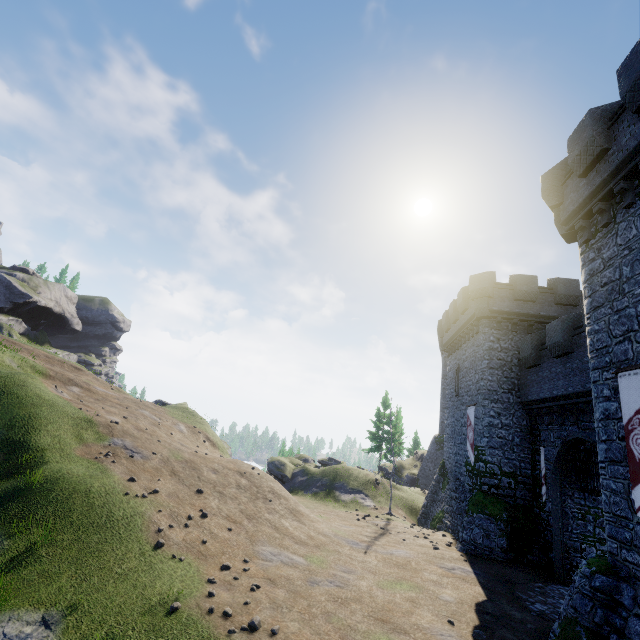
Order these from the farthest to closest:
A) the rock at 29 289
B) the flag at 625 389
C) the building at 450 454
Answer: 1. the rock at 29 289
2. the building at 450 454
3. the flag at 625 389

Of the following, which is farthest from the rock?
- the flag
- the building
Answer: the flag

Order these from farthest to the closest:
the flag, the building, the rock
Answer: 1. the rock
2. the building
3. the flag

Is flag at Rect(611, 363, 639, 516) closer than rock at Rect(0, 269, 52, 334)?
Yes

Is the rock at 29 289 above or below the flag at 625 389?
above

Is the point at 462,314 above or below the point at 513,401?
above

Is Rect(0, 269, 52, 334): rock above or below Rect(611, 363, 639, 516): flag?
above
